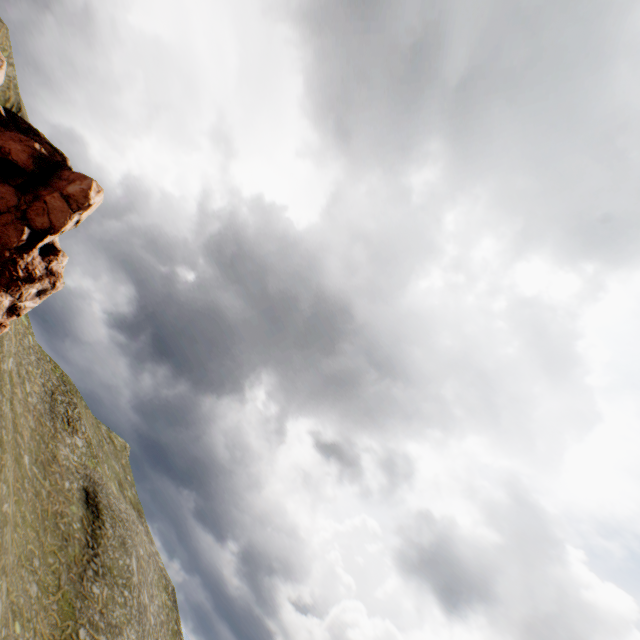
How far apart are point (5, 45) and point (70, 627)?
36.20m
